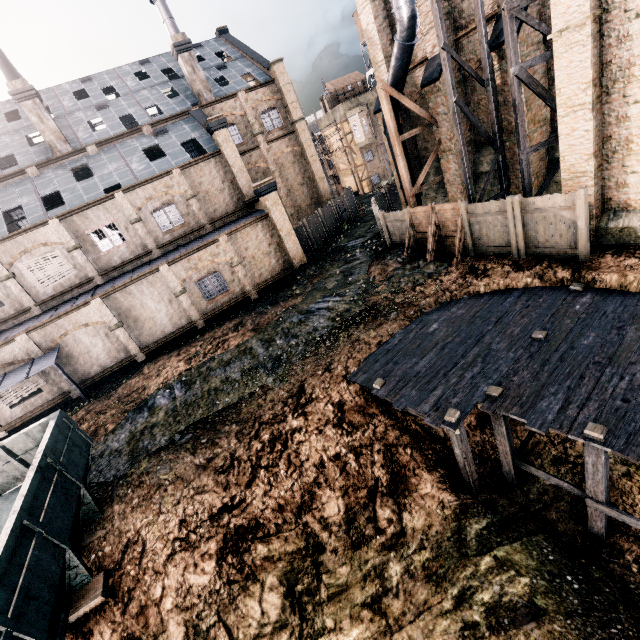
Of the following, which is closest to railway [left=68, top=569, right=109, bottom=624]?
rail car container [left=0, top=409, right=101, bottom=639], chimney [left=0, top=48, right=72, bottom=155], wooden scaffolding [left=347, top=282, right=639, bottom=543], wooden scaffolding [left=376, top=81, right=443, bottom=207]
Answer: rail car container [left=0, top=409, right=101, bottom=639]

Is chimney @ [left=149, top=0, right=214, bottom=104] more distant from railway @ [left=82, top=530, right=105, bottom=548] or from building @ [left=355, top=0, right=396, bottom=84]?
railway @ [left=82, top=530, right=105, bottom=548]

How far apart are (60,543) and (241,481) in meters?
4.6 m

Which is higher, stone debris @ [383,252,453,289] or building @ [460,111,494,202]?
building @ [460,111,494,202]

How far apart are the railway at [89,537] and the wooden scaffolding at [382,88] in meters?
21.1 m

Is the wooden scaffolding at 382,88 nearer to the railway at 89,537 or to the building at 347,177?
the building at 347,177

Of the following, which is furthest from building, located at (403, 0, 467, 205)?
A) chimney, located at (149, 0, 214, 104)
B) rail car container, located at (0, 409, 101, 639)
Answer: rail car container, located at (0, 409, 101, 639)

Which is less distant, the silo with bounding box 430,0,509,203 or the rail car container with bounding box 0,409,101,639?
the rail car container with bounding box 0,409,101,639
